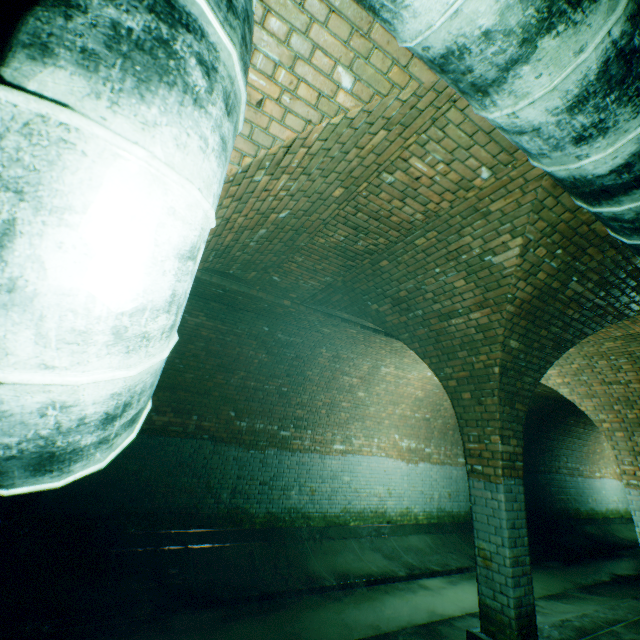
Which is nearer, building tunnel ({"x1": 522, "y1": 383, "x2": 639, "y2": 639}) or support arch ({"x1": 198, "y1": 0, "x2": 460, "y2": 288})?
support arch ({"x1": 198, "y1": 0, "x2": 460, "y2": 288})

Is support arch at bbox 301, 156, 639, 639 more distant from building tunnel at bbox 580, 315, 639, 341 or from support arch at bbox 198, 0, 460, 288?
support arch at bbox 198, 0, 460, 288

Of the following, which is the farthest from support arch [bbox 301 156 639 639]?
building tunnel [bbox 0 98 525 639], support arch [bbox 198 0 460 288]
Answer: support arch [bbox 198 0 460 288]

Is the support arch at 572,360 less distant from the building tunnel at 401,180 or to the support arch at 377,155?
the building tunnel at 401,180

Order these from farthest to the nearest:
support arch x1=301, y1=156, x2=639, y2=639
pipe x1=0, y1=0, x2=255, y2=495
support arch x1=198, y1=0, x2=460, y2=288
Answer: support arch x1=301, y1=156, x2=639, y2=639 → support arch x1=198, y1=0, x2=460, y2=288 → pipe x1=0, y1=0, x2=255, y2=495

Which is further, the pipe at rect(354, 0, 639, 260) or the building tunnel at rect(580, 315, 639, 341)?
the building tunnel at rect(580, 315, 639, 341)

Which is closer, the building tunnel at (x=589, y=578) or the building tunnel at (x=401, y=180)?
the building tunnel at (x=401, y=180)

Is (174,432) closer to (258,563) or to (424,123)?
(258,563)
